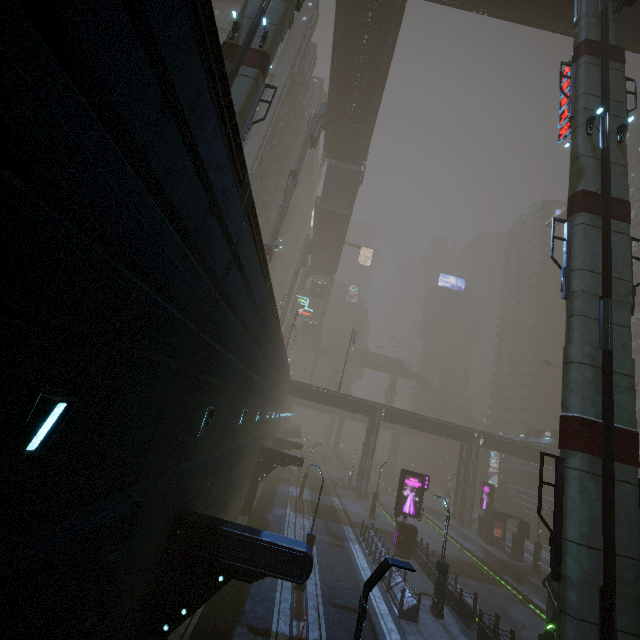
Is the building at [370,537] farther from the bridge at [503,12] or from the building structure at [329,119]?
the building structure at [329,119]

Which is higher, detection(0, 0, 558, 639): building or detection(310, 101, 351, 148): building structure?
detection(310, 101, 351, 148): building structure

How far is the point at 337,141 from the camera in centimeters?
4059cm

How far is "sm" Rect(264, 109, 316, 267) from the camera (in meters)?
30.77

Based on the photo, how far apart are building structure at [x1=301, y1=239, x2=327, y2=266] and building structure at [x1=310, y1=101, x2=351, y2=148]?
23.7m

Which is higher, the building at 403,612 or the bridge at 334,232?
the bridge at 334,232

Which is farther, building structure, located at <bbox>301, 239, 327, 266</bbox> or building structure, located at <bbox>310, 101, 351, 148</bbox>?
building structure, located at <bbox>301, 239, 327, 266</bbox>

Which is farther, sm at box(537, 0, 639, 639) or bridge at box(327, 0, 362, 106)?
bridge at box(327, 0, 362, 106)
